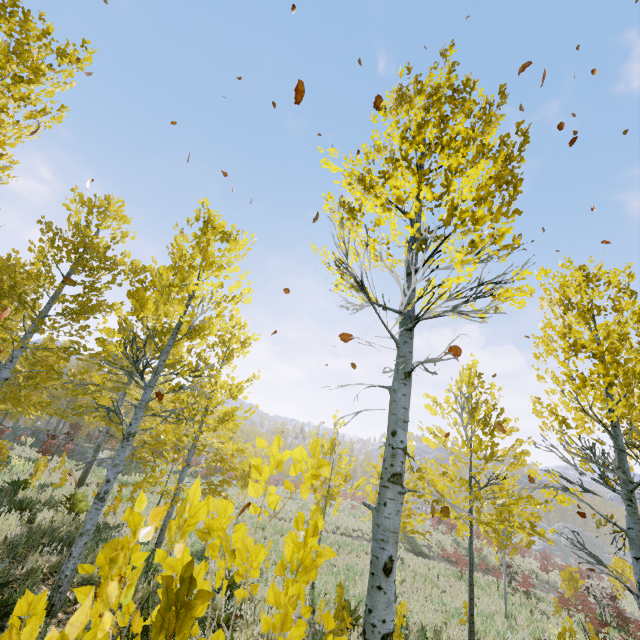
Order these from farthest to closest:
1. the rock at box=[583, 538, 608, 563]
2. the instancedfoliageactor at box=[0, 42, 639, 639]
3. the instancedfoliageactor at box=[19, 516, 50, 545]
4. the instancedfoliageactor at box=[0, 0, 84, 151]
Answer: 1. the rock at box=[583, 538, 608, 563]
2. the instancedfoliageactor at box=[19, 516, 50, 545]
3. the instancedfoliageactor at box=[0, 0, 84, 151]
4. the instancedfoliageactor at box=[0, 42, 639, 639]

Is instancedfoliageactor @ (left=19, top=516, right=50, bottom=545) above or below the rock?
below

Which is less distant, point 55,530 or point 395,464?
point 395,464

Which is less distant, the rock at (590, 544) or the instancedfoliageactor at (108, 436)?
the instancedfoliageactor at (108, 436)

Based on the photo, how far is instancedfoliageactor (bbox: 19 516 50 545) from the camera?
6.9 meters

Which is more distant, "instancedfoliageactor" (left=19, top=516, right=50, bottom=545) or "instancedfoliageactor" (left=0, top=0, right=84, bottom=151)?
"instancedfoliageactor" (left=19, top=516, right=50, bottom=545)

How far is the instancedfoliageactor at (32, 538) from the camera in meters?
6.9 m

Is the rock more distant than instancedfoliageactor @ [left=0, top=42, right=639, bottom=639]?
Yes
